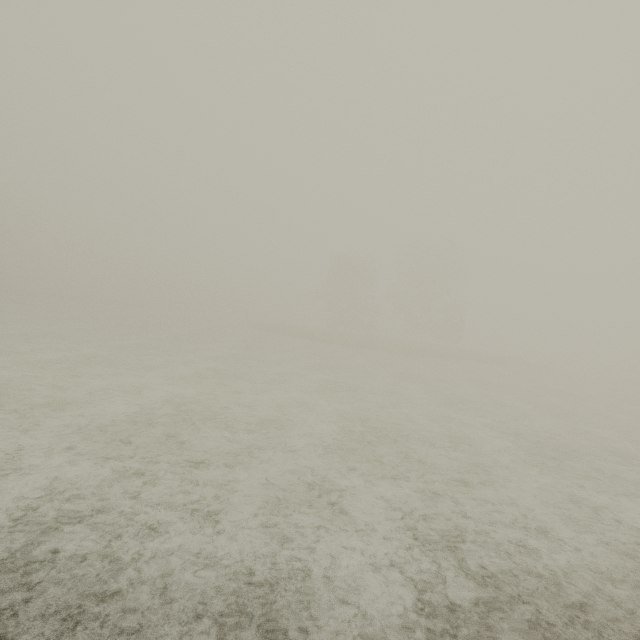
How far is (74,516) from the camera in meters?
4.2 m
